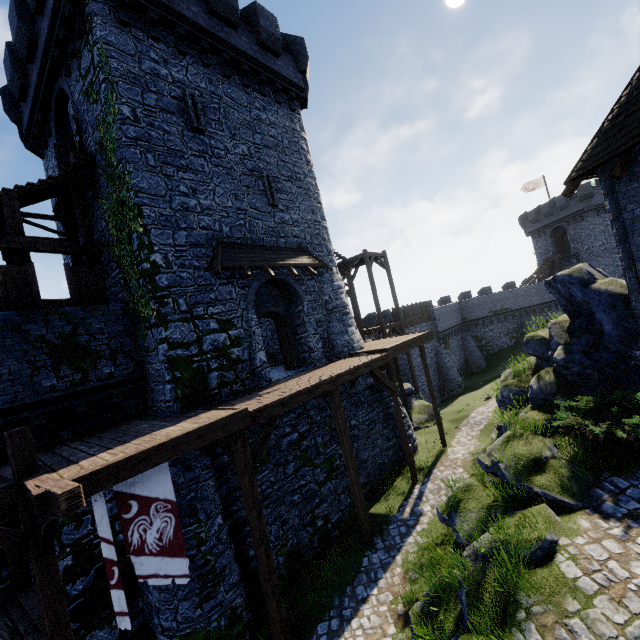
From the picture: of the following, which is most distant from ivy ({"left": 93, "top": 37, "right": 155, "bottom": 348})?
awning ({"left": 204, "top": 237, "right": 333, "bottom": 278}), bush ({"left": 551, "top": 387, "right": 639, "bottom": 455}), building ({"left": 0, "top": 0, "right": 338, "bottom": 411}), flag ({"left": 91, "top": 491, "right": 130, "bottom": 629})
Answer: bush ({"left": 551, "top": 387, "right": 639, "bottom": 455})

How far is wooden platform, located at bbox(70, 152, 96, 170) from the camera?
11.09m

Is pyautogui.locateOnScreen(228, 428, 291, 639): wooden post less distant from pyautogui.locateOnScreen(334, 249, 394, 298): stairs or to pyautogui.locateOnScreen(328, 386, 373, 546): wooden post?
pyautogui.locateOnScreen(328, 386, 373, 546): wooden post

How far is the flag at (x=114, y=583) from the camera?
5.6 meters

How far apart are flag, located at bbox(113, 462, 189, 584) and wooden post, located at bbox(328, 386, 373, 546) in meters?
5.5 m

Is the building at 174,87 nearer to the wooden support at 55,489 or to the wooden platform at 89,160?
the wooden platform at 89,160

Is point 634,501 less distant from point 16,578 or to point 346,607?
point 346,607

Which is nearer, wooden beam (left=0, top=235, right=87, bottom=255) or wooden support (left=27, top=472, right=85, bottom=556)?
wooden support (left=27, top=472, right=85, bottom=556)
